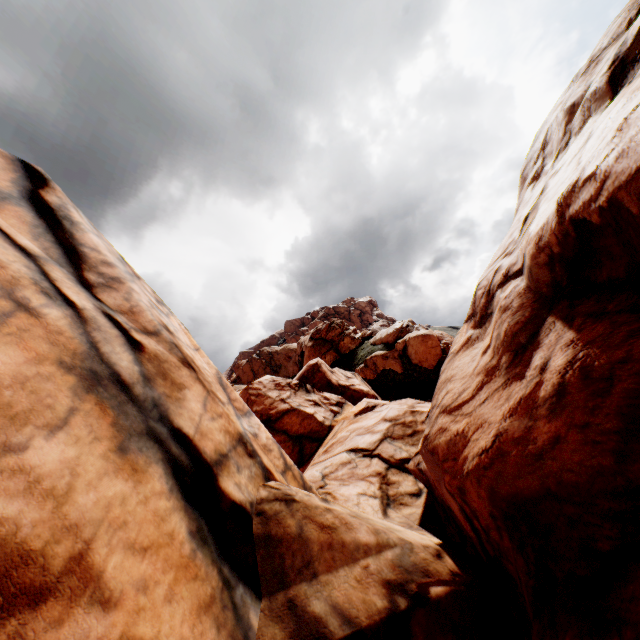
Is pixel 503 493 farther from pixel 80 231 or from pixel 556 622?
pixel 80 231
